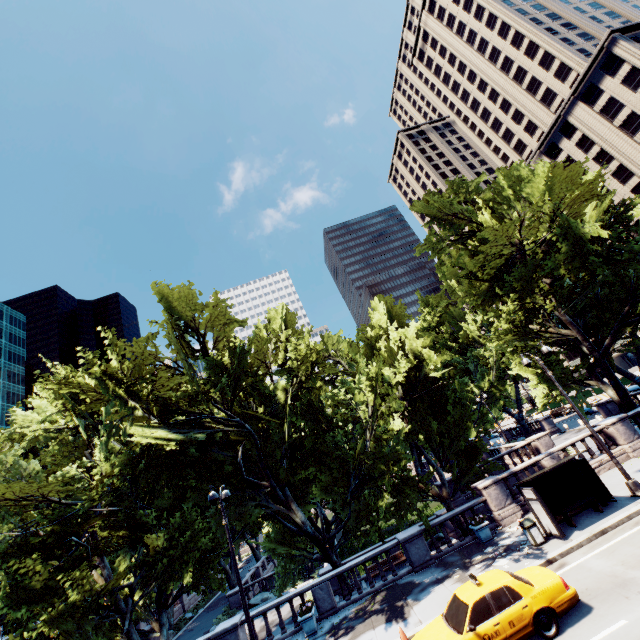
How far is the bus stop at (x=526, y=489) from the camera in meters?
14.0 m

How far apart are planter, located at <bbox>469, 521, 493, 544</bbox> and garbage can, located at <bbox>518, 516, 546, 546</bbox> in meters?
2.5 m

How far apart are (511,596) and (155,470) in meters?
17.7

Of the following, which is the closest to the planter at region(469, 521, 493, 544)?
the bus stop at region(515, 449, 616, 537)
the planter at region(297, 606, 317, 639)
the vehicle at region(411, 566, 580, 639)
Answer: the bus stop at region(515, 449, 616, 537)

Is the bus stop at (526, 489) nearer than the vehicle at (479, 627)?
No

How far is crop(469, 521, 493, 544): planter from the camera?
16.44m

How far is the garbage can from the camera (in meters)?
13.75

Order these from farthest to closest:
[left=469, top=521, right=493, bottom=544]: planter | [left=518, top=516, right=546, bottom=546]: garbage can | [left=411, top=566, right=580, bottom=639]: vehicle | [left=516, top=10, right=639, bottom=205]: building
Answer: [left=516, top=10, right=639, bottom=205]: building, [left=469, top=521, right=493, bottom=544]: planter, [left=518, top=516, right=546, bottom=546]: garbage can, [left=411, top=566, right=580, bottom=639]: vehicle
